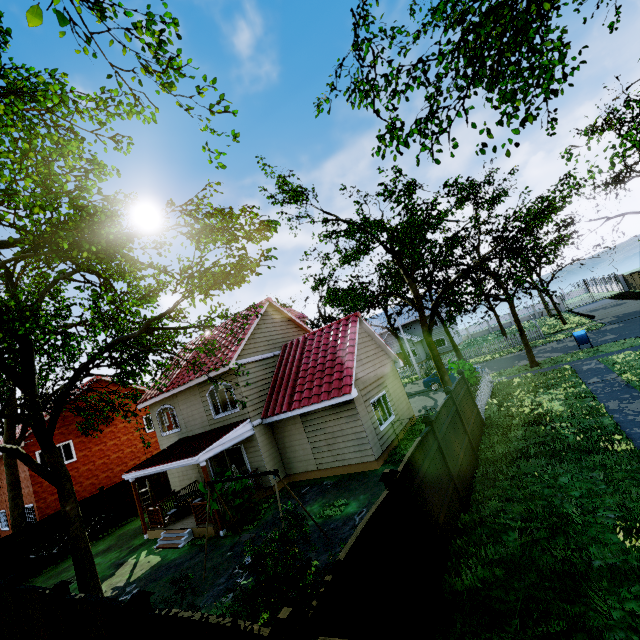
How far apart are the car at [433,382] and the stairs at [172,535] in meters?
18.7 m

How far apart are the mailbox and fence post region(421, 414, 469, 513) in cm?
1816

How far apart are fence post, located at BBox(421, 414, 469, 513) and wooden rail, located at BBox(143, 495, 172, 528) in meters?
13.1 m

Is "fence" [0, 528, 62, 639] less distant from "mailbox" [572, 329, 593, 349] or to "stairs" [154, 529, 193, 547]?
"stairs" [154, 529, 193, 547]

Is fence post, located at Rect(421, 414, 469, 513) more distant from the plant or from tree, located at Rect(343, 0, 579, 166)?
the plant

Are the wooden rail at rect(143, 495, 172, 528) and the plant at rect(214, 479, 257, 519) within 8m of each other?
yes

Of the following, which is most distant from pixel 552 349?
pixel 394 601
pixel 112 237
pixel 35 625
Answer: pixel 35 625

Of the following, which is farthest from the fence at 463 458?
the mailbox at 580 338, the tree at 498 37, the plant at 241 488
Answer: the mailbox at 580 338
